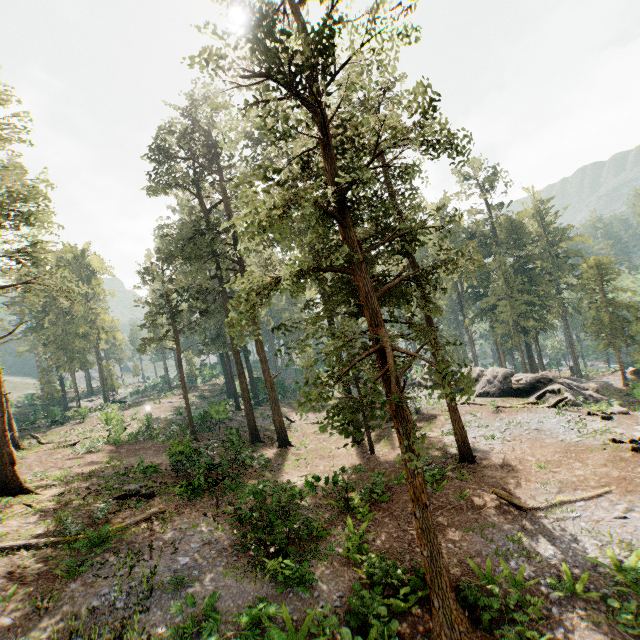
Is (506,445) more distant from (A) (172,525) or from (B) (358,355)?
(A) (172,525)

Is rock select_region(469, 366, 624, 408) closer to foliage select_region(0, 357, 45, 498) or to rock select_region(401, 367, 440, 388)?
rock select_region(401, 367, 440, 388)

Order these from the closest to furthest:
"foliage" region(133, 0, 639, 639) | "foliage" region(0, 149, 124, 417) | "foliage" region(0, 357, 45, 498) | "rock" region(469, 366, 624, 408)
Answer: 1. "foliage" region(133, 0, 639, 639)
2. "foliage" region(0, 357, 45, 498)
3. "foliage" region(0, 149, 124, 417)
4. "rock" region(469, 366, 624, 408)

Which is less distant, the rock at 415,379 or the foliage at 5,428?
the foliage at 5,428

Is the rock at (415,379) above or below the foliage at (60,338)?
below

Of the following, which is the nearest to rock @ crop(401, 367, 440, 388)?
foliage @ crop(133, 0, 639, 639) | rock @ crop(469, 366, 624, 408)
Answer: rock @ crop(469, 366, 624, 408)
